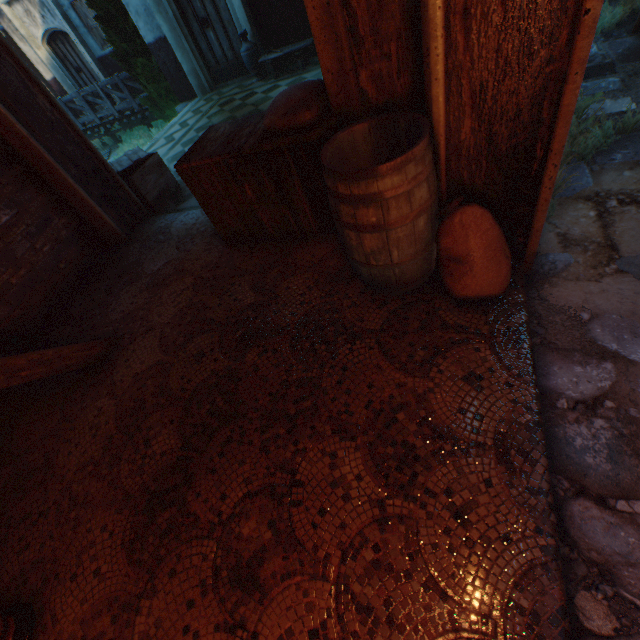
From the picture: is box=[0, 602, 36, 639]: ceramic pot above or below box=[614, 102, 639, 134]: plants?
above

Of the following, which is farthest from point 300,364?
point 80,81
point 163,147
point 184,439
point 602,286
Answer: point 80,81

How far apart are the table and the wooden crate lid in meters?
4.0 m

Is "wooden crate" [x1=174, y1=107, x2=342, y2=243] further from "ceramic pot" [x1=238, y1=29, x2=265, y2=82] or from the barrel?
"ceramic pot" [x1=238, y1=29, x2=265, y2=82]

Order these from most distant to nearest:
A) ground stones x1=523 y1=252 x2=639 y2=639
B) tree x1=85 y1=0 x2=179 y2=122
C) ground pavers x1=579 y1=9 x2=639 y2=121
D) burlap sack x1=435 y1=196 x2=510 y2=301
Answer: tree x1=85 y1=0 x2=179 y2=122 → ground pavers x1=579 y1=9 x2=639 y2=121 → burlap sack x1=435 y1=196 x2=510 y2=301 → ground stones x1=523 y1=252 x2=639 y2=639

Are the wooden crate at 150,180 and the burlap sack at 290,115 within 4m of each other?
yes

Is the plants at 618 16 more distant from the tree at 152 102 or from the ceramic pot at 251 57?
the tree at 152 102

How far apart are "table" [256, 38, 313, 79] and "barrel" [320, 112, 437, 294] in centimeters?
648cm
